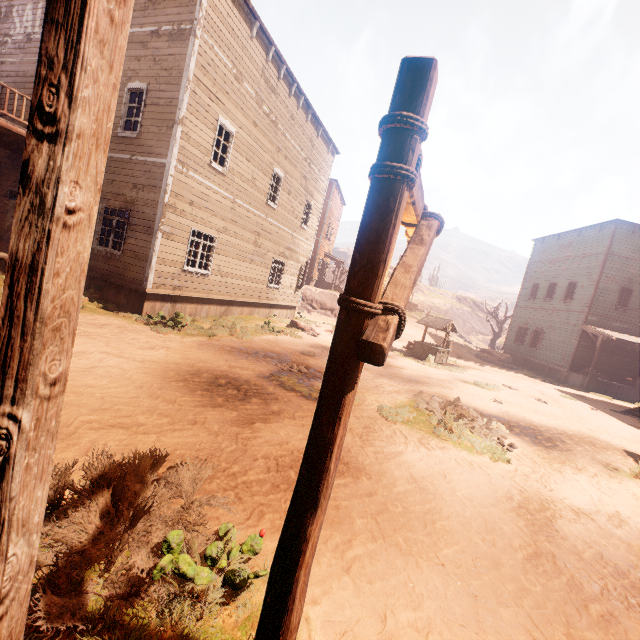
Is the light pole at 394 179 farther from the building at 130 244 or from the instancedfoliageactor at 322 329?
the instancedfoliageactor at 322 329

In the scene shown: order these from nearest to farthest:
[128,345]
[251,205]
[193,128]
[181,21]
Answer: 1. [128,345]
2. [181,21]
3. [193,128]
4. [251,205]

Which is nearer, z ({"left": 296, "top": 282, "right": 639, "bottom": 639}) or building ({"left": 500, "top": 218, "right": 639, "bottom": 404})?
z ({"left": 296, "top": 282, "right": 639, "bottom": 639})

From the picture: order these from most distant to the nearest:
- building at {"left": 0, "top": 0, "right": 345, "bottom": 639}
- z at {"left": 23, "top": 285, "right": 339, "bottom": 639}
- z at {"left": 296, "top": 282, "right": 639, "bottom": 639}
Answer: z at {"left": 296, "top": 282, "right": 639, "bottom": 639}
z at {"left": 23, "top": 285, "right": 339, "bottom": 639}
building at {"left": 0, "top": 0, "right": 345, "bottom": 639}

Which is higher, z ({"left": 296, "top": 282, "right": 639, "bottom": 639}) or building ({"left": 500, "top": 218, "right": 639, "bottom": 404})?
building ({"left": 500, "top": 218, "right": 639, "bottom": 404})

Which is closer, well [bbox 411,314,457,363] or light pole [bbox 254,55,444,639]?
light pole [bbox 254,55,444,639]

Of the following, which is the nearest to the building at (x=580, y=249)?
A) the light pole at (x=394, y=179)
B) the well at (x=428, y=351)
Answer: the light pole at (x=394, y=179)
